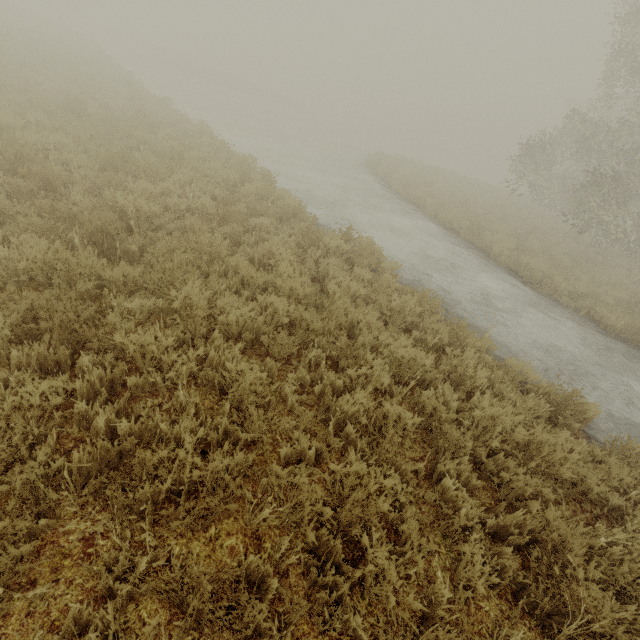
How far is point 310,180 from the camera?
14.49m
